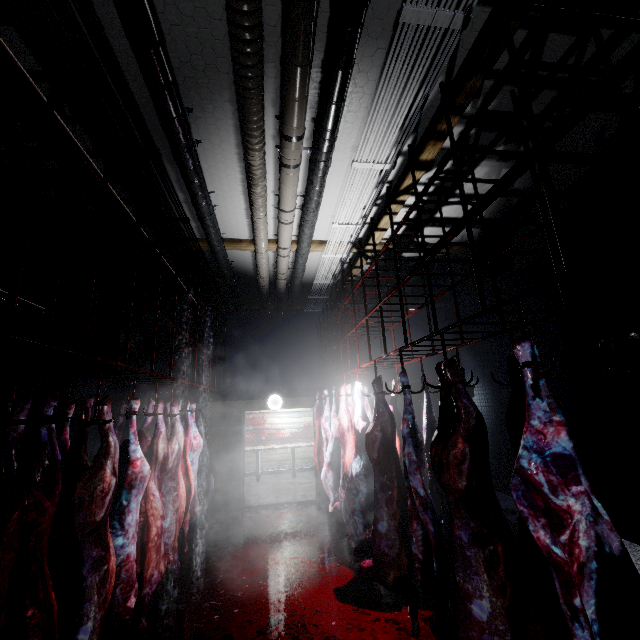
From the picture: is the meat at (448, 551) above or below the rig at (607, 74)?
below

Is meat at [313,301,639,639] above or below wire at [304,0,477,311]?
below

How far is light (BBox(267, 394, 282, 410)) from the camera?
6.65m

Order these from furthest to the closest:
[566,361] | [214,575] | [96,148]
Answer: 1. [566,361]
2. [214,575]
3. [96,148]

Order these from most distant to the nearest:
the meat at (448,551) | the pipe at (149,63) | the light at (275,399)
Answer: the light at (275,399), the pipe at (149,63), the meat at (448,551)

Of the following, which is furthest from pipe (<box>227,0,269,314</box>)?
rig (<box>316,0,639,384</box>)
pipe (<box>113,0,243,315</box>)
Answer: rig (<box>316,0,639,384</box>)

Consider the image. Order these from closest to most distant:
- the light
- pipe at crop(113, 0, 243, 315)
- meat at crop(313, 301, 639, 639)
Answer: meat at crop(313, 301, 639, 639), pipe at crop(113, 0, 243, 315), the light

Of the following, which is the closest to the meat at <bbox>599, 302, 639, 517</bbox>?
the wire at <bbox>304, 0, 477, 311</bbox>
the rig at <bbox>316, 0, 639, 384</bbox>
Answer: the rig at <bbox>316, 0, 639, 384</bbox>
